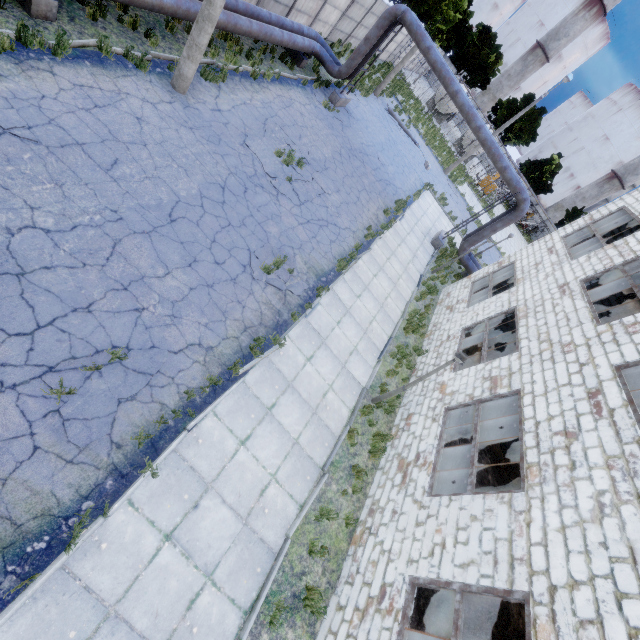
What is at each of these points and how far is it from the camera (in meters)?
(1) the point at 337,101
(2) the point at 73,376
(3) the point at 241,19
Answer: (1) pipe holder, 18.23
(2) asphalt debris, 5.34
(3) pipe, 12.22

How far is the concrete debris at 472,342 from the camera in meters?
15.6 m

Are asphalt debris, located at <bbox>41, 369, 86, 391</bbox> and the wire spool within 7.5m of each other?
no

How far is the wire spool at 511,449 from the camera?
12.3m

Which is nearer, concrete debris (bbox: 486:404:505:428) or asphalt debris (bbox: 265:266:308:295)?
asphalt debris (bbox: 265:266:308:295)

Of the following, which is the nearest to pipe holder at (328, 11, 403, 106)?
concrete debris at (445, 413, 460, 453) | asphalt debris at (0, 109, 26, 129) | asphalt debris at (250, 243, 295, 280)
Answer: asphalt debris at (250, 243, 295, 280)

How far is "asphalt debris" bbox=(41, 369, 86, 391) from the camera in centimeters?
507cm

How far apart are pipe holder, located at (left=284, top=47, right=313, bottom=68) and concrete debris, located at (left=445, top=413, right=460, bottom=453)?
18.2m
